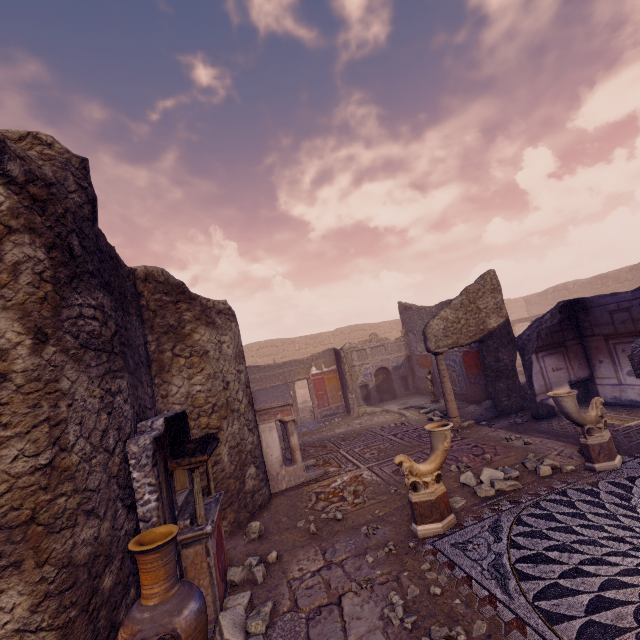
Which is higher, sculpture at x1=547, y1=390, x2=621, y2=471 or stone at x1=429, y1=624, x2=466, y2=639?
sculpture at x1=547, y1=390, x2=621, y2=471

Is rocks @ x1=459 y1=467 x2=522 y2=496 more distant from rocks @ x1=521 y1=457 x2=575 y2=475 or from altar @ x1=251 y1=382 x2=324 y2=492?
altar @ x1=251 y1=382 x2=324 y2=492

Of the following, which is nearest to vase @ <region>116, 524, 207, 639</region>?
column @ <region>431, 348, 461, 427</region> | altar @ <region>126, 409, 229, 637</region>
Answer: altar @ <region>126, 409, 229, 637</region>

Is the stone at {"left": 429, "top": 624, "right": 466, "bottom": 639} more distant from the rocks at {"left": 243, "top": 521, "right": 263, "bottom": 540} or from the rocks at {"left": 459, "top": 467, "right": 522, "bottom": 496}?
the rocks at {"left": 243, "top": 521, "right": 263, "bottom": 540}

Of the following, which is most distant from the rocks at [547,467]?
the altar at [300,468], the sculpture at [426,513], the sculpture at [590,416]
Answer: the altar at [300,468]

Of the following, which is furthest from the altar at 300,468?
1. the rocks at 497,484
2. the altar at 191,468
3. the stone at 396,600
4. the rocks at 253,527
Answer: the stone at 396,600

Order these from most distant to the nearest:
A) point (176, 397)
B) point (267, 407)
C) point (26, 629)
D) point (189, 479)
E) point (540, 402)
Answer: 1. point (540, 402)
2. point (267, 407)
3. point (176, 397)
4. point (189, 479)
5. point (26, 629)

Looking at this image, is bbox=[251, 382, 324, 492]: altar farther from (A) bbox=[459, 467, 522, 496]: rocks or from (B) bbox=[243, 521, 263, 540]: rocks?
(A) bbox=[459, 467, 522, 496]: rocks
